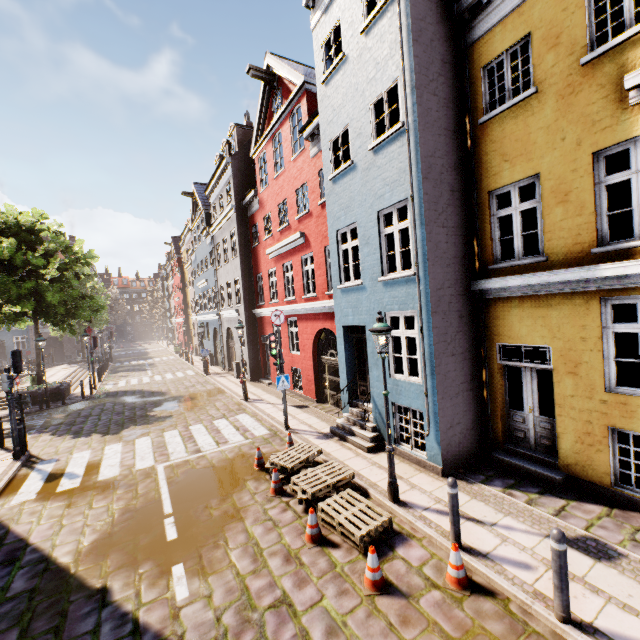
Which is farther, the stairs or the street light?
the stairs

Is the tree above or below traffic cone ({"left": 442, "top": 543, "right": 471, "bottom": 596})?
above

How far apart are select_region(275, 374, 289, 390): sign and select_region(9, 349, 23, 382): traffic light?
8.34m

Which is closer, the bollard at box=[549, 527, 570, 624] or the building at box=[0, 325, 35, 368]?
the bollard at box=[549, 527, 570, 624]

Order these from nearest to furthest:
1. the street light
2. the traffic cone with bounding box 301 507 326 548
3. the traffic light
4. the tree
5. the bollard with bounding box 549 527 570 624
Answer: the bollard with bounding box 549 527 570 624 → the traffic cone with bounding box 301 507 326 548 → the street light → the traffic light → the tree

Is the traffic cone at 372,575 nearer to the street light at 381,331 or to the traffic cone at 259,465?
the street light at 381,331

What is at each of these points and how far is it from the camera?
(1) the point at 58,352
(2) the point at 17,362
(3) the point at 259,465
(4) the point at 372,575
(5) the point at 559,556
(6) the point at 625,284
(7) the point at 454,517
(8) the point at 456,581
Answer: (1) building, 42.3 meters
(2) traffic light, 10.4 meters
(3) traffic cone, 8.6 meters
(4) traffic cone, 4.7 meters
(5) bollard, 3.8 meters
(6) building, 5.6 meters
(7) bollard, 5.1 meters
(8) traffic cone, 4.6 meters

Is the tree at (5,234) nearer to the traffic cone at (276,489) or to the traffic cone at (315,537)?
the traffic cone at (276,489)
